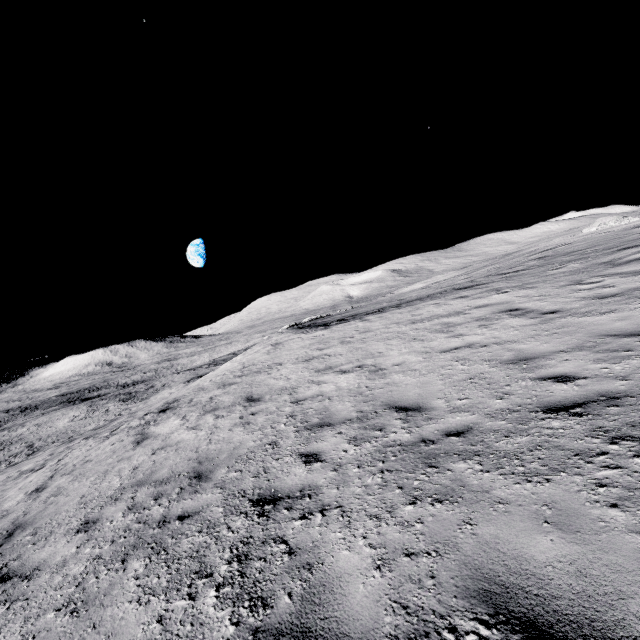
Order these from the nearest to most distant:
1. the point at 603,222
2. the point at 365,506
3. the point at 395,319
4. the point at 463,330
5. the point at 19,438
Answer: the point at 365,506 → the point at 463,330 → the point at 395,319 → the point at 603,222 → the point at 19,438
